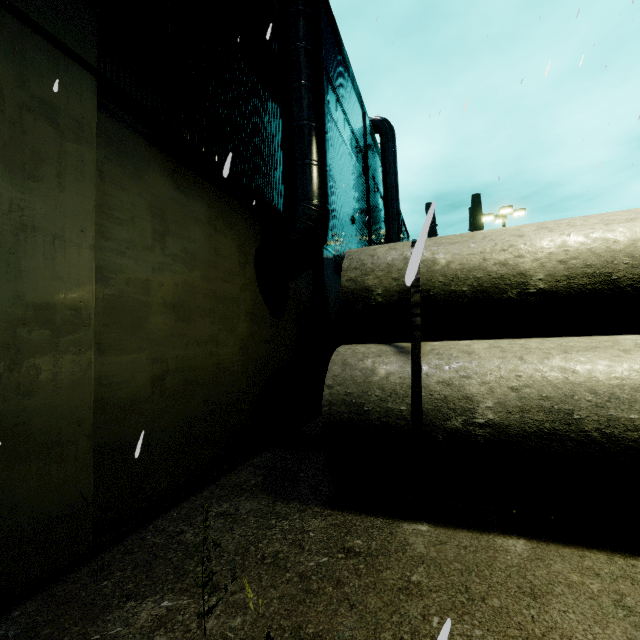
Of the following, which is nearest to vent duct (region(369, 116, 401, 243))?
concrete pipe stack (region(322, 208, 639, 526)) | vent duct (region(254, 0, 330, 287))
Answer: concrete pipe stack (region(322, 208, 639, 526))

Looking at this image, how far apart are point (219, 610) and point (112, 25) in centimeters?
637cm

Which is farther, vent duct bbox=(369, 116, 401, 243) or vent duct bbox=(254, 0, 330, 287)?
vent duct bbox=(369, 116, 401, 243)

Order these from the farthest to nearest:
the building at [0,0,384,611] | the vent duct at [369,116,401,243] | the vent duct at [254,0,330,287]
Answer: the vent duct at [369,116,401,243]
the vent duct at [254,0,330,287]
the building at [0,0,384,611]

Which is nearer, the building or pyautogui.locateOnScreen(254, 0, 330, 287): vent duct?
the building

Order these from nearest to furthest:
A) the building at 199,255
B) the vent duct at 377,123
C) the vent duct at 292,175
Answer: the building at 199,255 < the vent duct at 292,175 < the vent duct at 377,123

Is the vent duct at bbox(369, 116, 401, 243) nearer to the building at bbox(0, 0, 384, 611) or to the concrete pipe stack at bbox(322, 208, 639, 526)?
the building at bbox(0, 0, 384, 611)

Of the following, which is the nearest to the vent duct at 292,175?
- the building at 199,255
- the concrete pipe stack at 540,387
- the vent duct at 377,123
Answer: the building at 199,255
